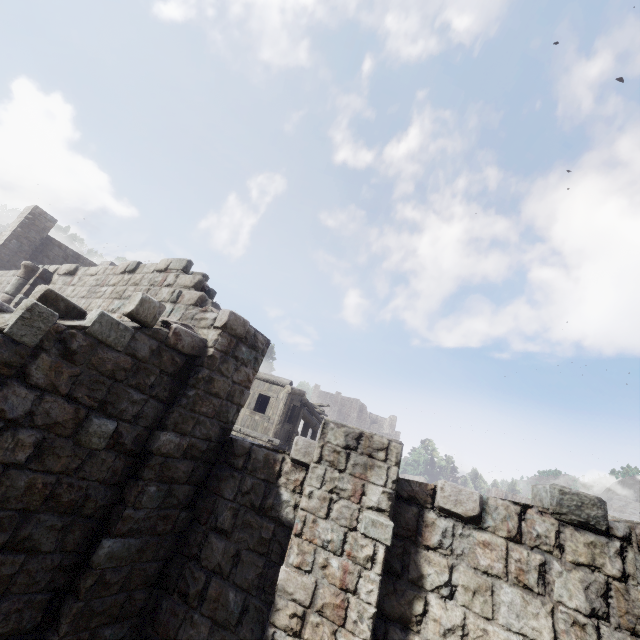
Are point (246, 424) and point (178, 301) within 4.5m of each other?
no
